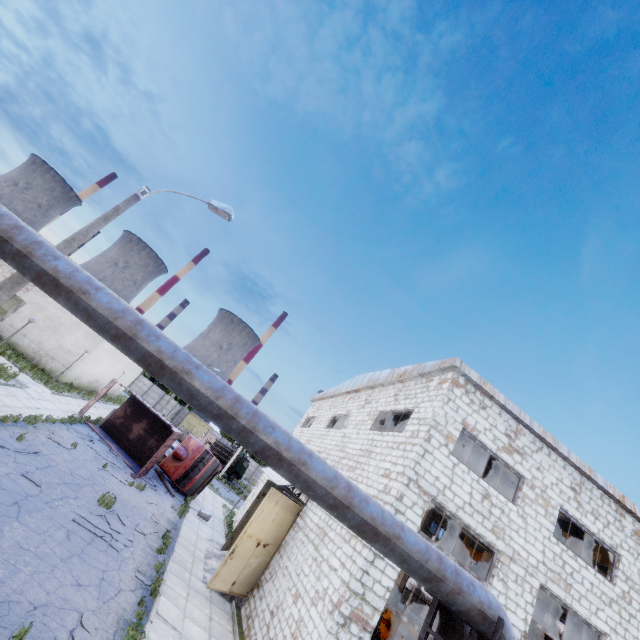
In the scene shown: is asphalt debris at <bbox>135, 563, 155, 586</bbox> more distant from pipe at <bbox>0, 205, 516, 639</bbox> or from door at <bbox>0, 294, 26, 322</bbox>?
door at <bbox>0, 294, 26, 322</bbox>

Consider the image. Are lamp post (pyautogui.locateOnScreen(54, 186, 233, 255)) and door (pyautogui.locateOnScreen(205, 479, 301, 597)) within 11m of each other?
yes

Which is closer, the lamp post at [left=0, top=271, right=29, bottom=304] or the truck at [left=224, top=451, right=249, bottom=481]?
the lamp post at [left=0, top=271, right=29, bottom=304]

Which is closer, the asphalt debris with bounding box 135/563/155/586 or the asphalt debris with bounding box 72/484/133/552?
the asphalt debris with bounding box 135/563/155/586

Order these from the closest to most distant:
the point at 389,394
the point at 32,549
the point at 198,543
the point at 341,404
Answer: the point at 32,549 → the point at 389,394 → the point at 198,543 → the point at 341,404

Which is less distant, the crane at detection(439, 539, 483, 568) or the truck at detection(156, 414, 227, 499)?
the truck at detection(156, 414, 227, 499)

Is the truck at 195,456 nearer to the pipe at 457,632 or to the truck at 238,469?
the truck at 238,469

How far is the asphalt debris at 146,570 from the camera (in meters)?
9.93
